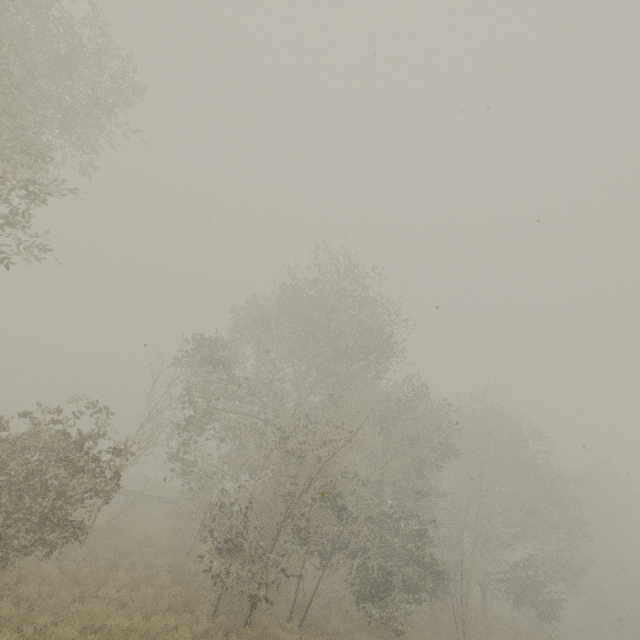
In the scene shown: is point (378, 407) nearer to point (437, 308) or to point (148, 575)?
point (148, 575)
